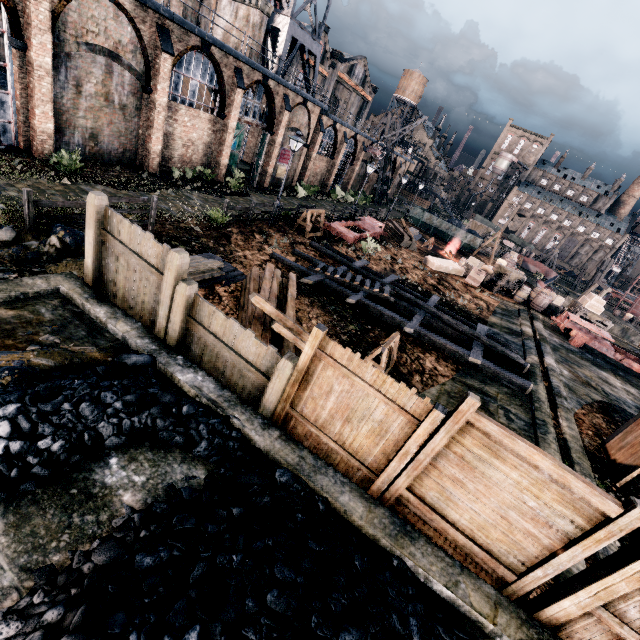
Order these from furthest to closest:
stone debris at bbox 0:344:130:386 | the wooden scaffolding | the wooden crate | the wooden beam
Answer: the wooden crate
the wooden scaffolding
the wooden beam
stone debris at bbox 0:344:130:386

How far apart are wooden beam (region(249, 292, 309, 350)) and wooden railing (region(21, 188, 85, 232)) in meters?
8.0

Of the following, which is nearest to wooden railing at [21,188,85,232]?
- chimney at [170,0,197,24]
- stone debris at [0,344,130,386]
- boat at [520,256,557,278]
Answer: stone debris at [0,344,130,386]

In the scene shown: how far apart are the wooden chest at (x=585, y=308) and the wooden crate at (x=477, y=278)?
7.92m

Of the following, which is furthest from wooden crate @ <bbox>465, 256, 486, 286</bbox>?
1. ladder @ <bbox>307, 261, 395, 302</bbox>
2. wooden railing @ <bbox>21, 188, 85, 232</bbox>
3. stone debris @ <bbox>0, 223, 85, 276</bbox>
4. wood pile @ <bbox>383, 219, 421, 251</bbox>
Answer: stone debris @ <bbox>0, 223, 85, 276</bbox>

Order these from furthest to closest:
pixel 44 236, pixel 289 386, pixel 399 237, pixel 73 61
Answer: pixel 399 237 < pixel 73 61 < pixel 44 236 < pixel 289 386

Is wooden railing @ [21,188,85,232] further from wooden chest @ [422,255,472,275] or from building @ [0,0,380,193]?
wooden chest @ [422,255,472,275]

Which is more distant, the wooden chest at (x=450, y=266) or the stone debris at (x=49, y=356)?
the wooden chest at (x=450, y=266)
